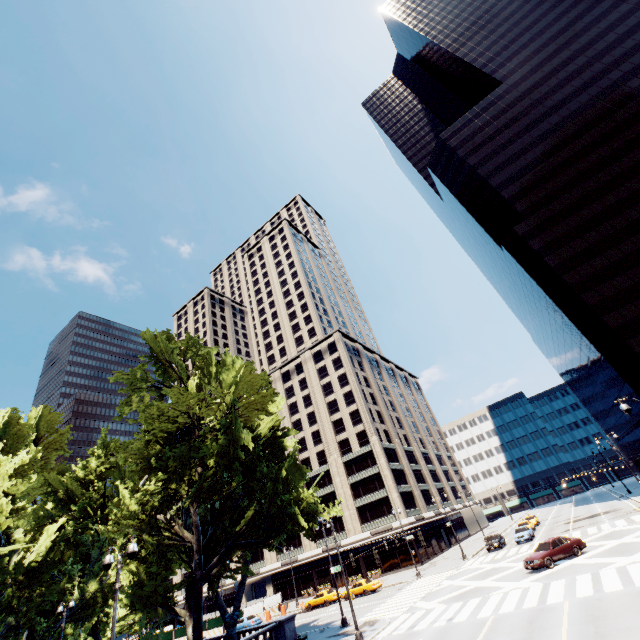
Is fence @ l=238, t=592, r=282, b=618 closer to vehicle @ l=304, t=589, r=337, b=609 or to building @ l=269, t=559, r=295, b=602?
building @ l=269, t=559, r=295, b=602

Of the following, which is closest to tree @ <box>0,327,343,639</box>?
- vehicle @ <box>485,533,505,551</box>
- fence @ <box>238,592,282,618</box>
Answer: fence @ <box>238,592,282,618</box>

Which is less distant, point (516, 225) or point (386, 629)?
point (386, 629)

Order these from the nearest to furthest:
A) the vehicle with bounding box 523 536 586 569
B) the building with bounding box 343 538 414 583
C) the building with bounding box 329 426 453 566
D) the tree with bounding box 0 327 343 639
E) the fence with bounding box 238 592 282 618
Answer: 1. the tree with bounding box 0 327 343 639
2. the vehicle with bounding box 523 536 586 569
3. the fence with bounding box 238 592 282 618
4. the building with bounding box 343 538 414 583
5. the building with bounding box 329 426 453 566

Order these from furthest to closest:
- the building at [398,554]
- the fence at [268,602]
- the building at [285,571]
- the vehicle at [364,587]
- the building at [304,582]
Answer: the building at [285,571] → the building at [304,582] → the building at [398,554] → the fence at [268,602] → the vehicle at [364,587]

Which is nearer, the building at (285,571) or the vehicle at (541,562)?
the vehicle at (541,562)

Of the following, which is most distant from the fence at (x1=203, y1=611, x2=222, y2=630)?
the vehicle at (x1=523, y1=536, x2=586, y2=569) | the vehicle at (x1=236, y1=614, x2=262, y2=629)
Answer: the vehicle at (x1=523, y1=536, x2=586, y2=569)

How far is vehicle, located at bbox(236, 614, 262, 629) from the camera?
40.7 meters
